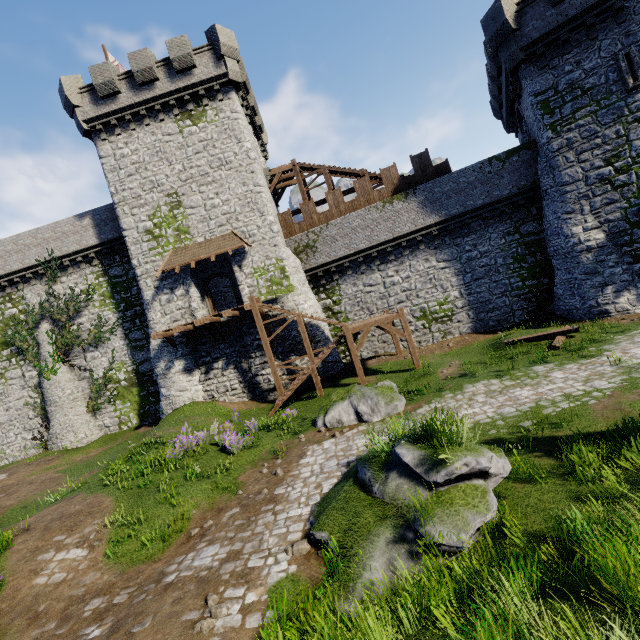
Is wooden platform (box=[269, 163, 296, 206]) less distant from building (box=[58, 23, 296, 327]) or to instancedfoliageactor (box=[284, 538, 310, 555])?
building (box=[58, 23, 296, 327])

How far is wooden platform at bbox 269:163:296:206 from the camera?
23.8m

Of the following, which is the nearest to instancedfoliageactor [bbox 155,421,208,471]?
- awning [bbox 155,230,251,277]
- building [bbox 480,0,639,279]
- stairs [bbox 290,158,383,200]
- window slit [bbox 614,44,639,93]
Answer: awning [bbox 155,230,251,277]

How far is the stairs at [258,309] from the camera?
16.6 meters

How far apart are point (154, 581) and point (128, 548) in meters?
1.9

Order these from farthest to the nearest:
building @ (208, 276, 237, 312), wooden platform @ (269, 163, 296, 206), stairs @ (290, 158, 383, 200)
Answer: building @ (208, 276, 237, 312) < wooden platform @ (269, 163, 296, 206) < stairs @ (290, 158, 383, 200)

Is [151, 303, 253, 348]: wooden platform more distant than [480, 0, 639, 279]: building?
Yes

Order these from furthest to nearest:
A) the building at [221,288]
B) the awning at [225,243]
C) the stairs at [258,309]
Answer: the building at [221,288]
the awning at [225,243]
the stairs at [258,309]
